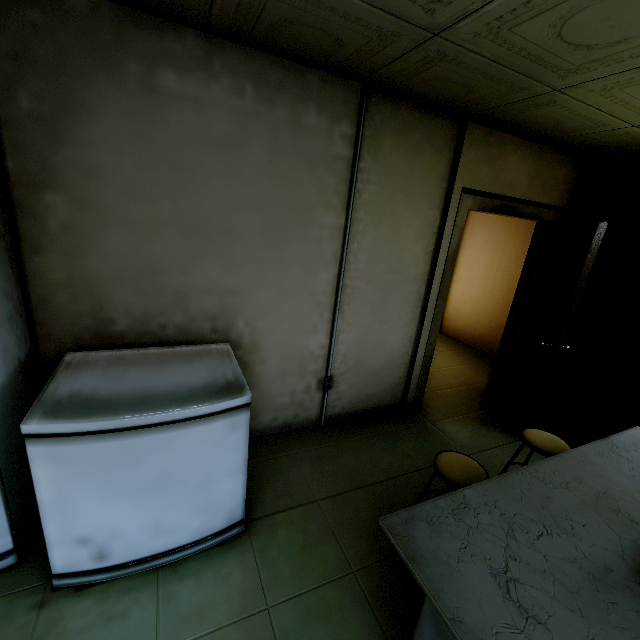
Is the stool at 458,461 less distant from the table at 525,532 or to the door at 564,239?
the table at 525,532

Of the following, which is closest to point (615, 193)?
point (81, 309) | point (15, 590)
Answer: point (81, 309)

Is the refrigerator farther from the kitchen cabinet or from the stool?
the kitchen cabinet

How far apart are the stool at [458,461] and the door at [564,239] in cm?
171

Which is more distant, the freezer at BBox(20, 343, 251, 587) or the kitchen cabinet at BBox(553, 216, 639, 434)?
the kitchen cabinet at BBox(553, 216, 639, 434)

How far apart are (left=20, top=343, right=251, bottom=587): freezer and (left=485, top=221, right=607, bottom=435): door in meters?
2.8 m

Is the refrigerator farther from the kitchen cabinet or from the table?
the kitchen cabinet

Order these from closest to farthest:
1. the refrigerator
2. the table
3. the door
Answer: the table, the refrigerator, the door
